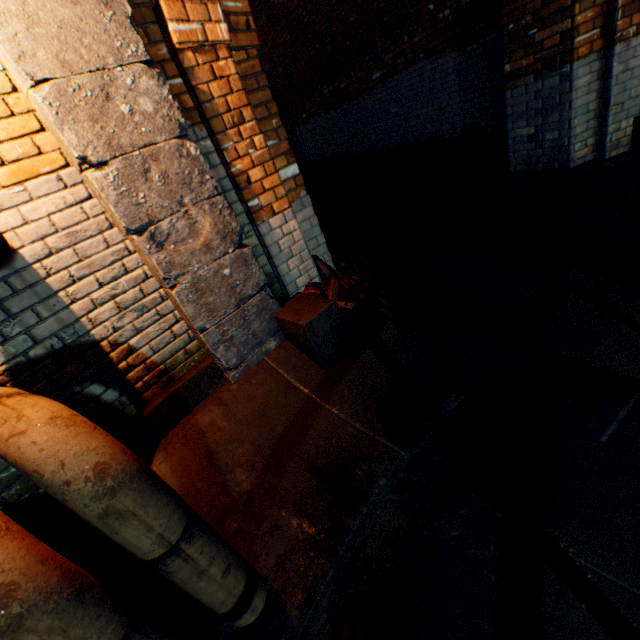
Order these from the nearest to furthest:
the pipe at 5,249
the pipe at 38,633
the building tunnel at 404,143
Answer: the pipe at 38,633 < the pipe at 5,249 < the building tunnel at 404,143

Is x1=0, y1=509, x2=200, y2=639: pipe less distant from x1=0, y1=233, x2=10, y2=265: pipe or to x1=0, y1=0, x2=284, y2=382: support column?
x1=0, y1=233, x2=10, y2=265: pipe

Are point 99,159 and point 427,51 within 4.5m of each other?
no

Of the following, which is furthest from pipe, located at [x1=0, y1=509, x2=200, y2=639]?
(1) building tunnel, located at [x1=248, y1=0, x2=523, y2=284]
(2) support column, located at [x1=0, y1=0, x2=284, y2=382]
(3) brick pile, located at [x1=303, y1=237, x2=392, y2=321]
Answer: (1) building tunnel, located at [x1=248, y1=0, x2=523, y2=284]

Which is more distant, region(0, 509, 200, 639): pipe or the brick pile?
the brick pile

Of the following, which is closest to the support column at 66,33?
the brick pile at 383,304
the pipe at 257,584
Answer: the brick pile at 383,304

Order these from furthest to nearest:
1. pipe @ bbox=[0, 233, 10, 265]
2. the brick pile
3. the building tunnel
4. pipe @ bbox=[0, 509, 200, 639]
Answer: the building tunnel, the brick pile, pipe @ bbox=[0, 233, 10, 265], pipe @ bbox=[0, 509, 200, 639]

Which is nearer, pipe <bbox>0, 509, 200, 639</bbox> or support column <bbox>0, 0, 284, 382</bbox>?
pipe <bbox>0, 509, 200, 639</bbox>
